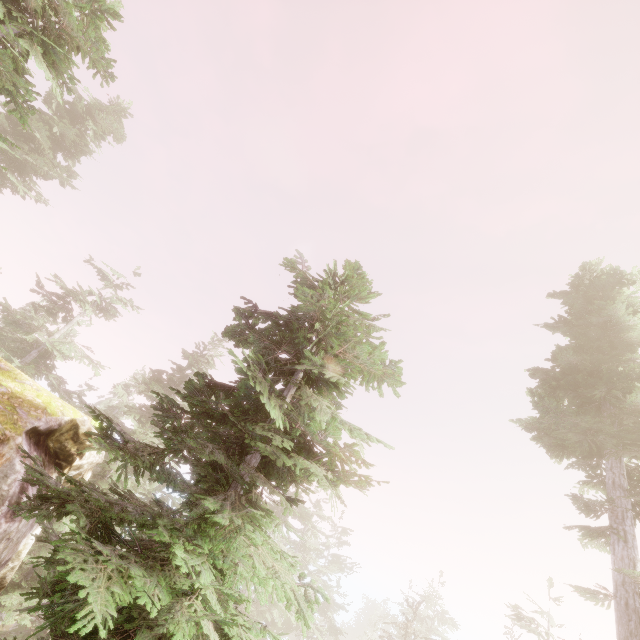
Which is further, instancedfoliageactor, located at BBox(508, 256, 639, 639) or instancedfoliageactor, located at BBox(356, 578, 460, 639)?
instancedfoliageactor, located at BBox(356, 578, 460, 639)

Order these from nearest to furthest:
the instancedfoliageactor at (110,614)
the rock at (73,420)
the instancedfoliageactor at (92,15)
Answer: the instancedfoliageactor at (110,614)
the instancedfoliageactor at (92,15)
the rock at (73,420)

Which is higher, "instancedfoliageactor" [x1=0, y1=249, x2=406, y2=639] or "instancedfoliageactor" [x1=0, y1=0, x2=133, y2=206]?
"instancedfoliageactor" [x1=0, y1=0, x2=133, y2=206]

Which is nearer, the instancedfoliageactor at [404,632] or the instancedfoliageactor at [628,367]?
the instancedfoliageactor at [628,367]

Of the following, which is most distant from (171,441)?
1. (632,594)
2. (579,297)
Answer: (579,297)

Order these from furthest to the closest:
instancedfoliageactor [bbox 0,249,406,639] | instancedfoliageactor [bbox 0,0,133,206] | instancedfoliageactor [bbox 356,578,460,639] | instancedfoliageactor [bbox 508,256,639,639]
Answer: instancedfoliageactor [bbox 356,578,460,639], instancedfoliageactor [bbox 508,256,639,639], instancedfoliageactor [bbox 0,0,133,206], instancedfoliageactor [bbox 0,249,406,639]

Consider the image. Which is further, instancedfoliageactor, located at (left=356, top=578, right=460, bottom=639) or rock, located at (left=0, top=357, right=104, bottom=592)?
instancedfoliageactor, located at (left=356, top=578, right=460, bottom=639)
